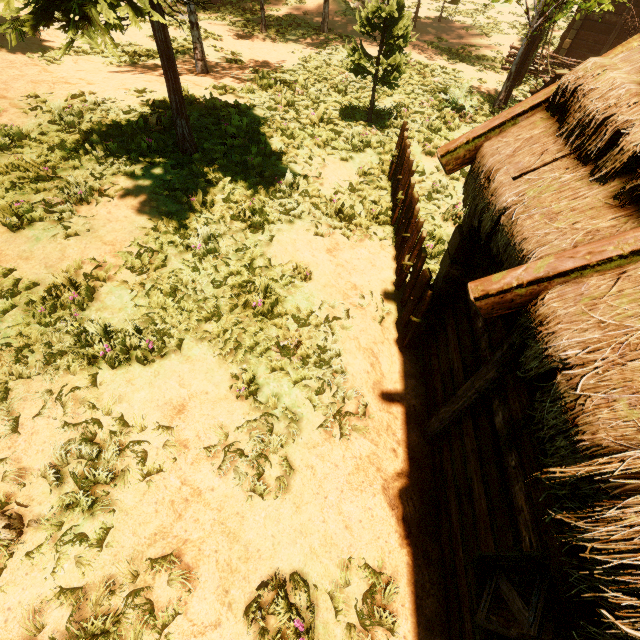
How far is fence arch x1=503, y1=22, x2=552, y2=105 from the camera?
11.02m

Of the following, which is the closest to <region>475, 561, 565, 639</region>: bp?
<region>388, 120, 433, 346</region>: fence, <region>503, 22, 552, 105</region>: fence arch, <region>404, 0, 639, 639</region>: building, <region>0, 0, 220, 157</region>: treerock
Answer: <region>404, 0, 639, 639</region>: building

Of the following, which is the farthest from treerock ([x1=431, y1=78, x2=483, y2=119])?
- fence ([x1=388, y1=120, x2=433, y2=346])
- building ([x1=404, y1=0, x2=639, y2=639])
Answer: fence ([x1=388, y1=120, x2=433, y2=346])

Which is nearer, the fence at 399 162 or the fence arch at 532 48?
the fence at 399 162

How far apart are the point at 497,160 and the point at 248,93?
9.73m

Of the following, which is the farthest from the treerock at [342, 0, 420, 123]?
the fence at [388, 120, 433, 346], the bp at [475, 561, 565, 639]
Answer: the bp at [475, 561, 565, 639]

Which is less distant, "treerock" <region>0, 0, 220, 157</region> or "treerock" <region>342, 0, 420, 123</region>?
"treerock" <region>0, 0, 220, 157</region>

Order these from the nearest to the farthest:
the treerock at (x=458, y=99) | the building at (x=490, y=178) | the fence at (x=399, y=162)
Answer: the building at (x=490, y=178) < the fence at (x=399, y=162) < the treerock at (x=458, y=99)
